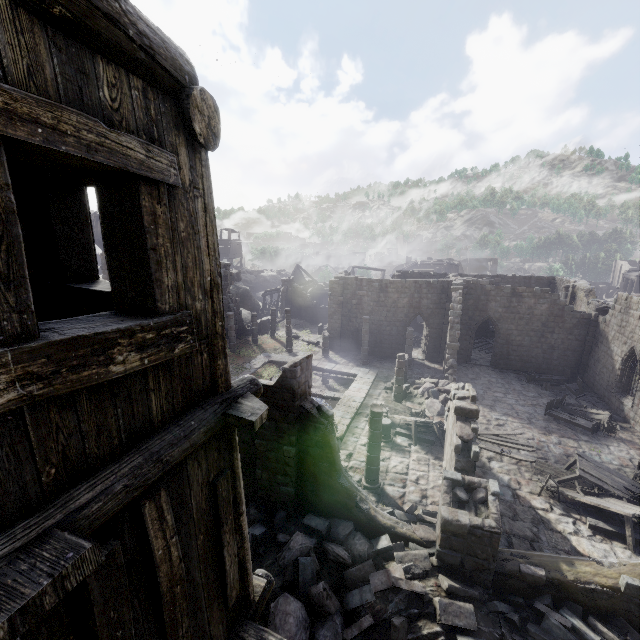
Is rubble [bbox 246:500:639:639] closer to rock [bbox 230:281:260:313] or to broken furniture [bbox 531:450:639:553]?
broken furniture [bbox 531:450:639:553]

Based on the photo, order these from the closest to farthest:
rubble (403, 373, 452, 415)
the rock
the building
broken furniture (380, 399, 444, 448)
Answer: the building < broken furniture (380, 399, 444, 448) < rubble (403, 373, 452, 415) < the rock

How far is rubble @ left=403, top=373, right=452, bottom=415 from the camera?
18.45m

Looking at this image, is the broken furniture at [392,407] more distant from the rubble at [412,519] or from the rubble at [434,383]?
the rubble at [412,519]

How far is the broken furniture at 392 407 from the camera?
15.40m

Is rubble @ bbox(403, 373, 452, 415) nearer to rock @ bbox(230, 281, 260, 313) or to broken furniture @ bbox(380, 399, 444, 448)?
broken furniture @ bbox(380, 399, 444, 448)

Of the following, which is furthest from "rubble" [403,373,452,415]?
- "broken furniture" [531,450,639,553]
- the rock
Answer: the rock

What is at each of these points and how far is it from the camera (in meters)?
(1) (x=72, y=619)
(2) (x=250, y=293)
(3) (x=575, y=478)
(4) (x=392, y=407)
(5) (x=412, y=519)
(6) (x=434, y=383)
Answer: (1) building, 1.84
(2) rock, 43.69
(3) broken furniture, 12.44
(4) broken furniture, 18.30
(5) rubble, 10.59
(6) rubble, 20.55
